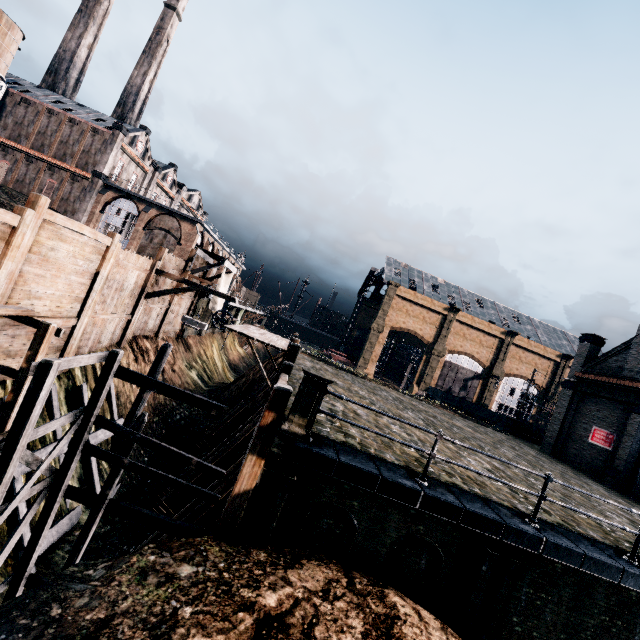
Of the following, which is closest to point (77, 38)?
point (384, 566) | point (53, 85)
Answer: point (53, 85)

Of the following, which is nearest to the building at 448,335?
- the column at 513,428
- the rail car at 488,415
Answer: the column at 513,428

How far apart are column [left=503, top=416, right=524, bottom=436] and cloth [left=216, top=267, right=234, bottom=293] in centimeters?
3131cm

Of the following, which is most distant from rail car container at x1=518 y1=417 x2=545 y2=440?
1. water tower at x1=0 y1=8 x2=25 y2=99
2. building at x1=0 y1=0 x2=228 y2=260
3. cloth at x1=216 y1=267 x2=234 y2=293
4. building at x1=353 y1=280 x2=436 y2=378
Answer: water tower at x1=0 y1=8 x2=25 y2=99

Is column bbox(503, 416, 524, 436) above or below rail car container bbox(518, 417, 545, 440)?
below

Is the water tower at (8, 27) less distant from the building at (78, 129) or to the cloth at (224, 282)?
the building at (78, 129)

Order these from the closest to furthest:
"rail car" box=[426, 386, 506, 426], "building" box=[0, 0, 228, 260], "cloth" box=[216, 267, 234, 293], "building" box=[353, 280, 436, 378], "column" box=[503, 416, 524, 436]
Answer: "cloth" box=[216, 267, 234, 293], "column" box=[503, 416, 524, 436], "building" box=[0, 0, 228, 260], "rail car" box=[426, 386, 506, 426], "building" box=[353, 280, 436, 378]

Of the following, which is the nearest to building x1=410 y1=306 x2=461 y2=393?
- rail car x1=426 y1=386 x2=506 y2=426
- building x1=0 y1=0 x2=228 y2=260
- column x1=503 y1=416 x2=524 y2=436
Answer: column x1=503 y1=416 x2=524 y2=436
